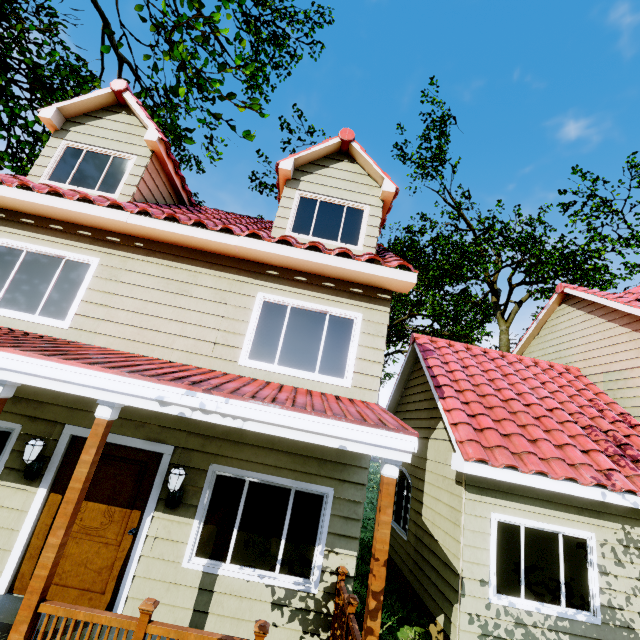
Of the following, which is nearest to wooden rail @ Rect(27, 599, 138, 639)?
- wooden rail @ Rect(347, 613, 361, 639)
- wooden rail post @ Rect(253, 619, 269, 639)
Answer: wooden rail post @ Rect(253, 619, 269, 639)

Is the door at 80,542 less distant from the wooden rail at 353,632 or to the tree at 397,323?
the wooden rail at 353,632

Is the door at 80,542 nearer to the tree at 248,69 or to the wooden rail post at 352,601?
the wooden rail post at 352,601

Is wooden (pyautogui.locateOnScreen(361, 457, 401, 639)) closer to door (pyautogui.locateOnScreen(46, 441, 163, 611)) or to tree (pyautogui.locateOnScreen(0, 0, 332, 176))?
door (pyautogui.locateOnScreen(46, 441, 163, 611))

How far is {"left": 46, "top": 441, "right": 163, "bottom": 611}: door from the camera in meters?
4.5

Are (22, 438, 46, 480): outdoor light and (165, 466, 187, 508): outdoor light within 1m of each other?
no

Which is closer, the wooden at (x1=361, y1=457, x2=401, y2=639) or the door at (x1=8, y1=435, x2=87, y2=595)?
the wooden at (x1=361, y1=457, x2=401, y2=639)

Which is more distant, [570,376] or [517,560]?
[570,376]
